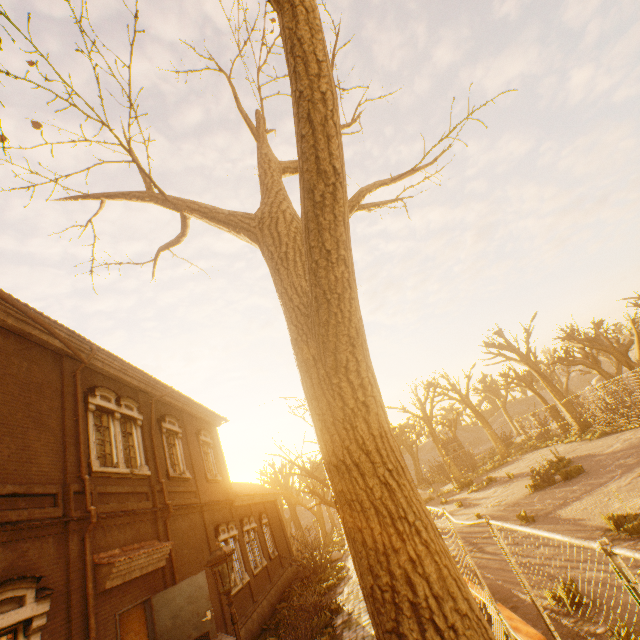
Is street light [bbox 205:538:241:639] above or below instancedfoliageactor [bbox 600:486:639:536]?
above

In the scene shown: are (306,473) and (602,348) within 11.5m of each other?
no

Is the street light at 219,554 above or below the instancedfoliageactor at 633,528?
above

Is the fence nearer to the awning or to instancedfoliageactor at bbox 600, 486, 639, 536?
instancedfoliageactor at bbox 600, 486, 639, 536

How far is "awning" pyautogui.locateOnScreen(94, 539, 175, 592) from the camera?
8.03m

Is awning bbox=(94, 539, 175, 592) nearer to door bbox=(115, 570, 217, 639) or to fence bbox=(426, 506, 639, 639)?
door bbox=(115, 570, 217, 639)

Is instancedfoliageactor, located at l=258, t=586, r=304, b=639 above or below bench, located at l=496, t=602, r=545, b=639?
below

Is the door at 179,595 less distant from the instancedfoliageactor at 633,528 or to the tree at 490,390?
the tree at 490,390
